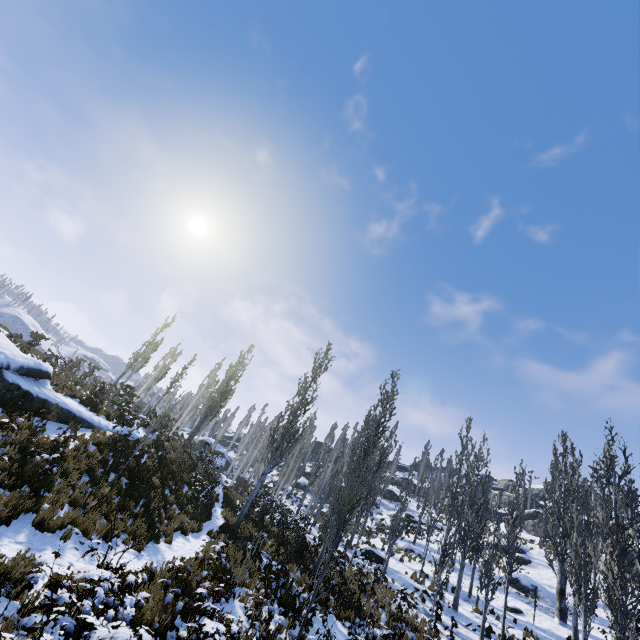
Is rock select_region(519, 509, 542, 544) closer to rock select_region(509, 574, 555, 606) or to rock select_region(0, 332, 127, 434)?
rock select_region(509, 574, 555, 606)

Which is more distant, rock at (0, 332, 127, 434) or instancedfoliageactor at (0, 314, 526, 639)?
rock at (0, 332, 127, 434)

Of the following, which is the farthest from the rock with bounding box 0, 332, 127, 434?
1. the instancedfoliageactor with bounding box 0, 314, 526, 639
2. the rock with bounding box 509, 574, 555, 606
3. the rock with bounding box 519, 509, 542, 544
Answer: the rock with bounding box 519, 509, 542, 544

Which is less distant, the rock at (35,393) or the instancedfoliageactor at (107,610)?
the instancedfoliageactor at (107,610)

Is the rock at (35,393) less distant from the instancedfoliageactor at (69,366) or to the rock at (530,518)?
the instancedfoliageactor at (69,366)

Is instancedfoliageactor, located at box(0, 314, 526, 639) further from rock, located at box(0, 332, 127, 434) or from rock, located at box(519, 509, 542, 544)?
rock, located at box(519, 509, 542, 544)

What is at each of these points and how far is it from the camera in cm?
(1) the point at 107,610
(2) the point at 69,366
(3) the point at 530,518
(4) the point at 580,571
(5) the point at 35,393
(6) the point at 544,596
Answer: (1) instancedfoliageactor, 431
(2) instancedfoliageactor, 2322
(3) rock, 5072
(4) instancedfoliageactor, 1805
(5) rock, 1281
(6) rock, 2277

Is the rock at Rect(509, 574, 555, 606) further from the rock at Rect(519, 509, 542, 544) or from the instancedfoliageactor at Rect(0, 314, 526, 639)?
the rock at Rect(519, 509, 542, 544)
